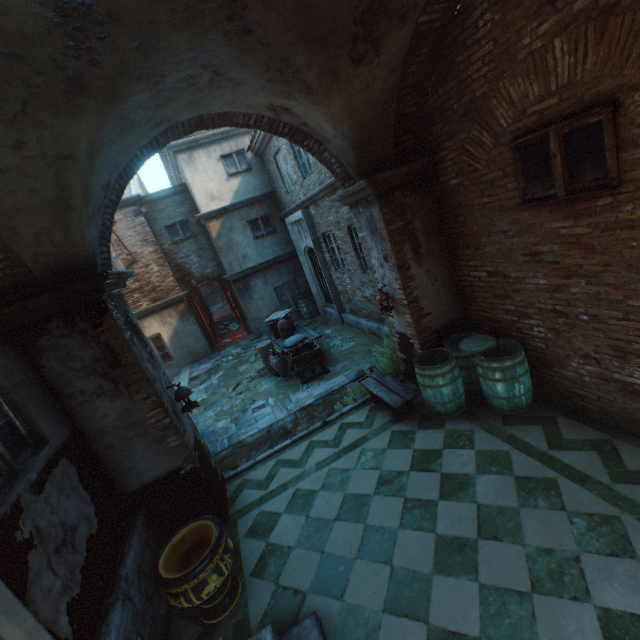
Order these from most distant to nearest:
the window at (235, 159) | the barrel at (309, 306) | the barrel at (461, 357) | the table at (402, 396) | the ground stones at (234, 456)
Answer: the barrel at (309, 306) < the window at (235, 159) < the ground stones at (234, 456) < the table at (402, 396) < the barrel at (461, 357)

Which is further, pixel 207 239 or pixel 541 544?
pixel 207 239

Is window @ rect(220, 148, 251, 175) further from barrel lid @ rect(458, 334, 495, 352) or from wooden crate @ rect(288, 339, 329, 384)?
barrel lid @ rect(458, 334, 495, 352)

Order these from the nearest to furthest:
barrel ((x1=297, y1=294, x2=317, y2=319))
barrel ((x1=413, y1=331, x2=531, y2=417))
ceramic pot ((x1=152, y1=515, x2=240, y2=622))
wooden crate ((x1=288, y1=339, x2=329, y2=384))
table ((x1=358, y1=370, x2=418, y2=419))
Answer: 1. ceramic pot ((x1=152, y1=515, x2=240, y2=622))
2. barrel ((x1=413, y1=331, x2=531, y2=417))
3. table ((x1=358, y1=370, x2=418, y2=419))
4. wooden crate ((x1=288, y1=339, x2=329, y2=384))
5. barrel ((x1=297, y1=294, x2=317, y2=319))

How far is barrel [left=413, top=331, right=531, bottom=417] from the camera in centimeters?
464cm

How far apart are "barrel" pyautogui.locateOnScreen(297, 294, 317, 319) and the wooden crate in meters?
4.8 m

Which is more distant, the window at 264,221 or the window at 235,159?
the window at 264,221

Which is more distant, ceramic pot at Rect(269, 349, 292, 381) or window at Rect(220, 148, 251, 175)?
window at Rect(220, 148, 251, 175)
